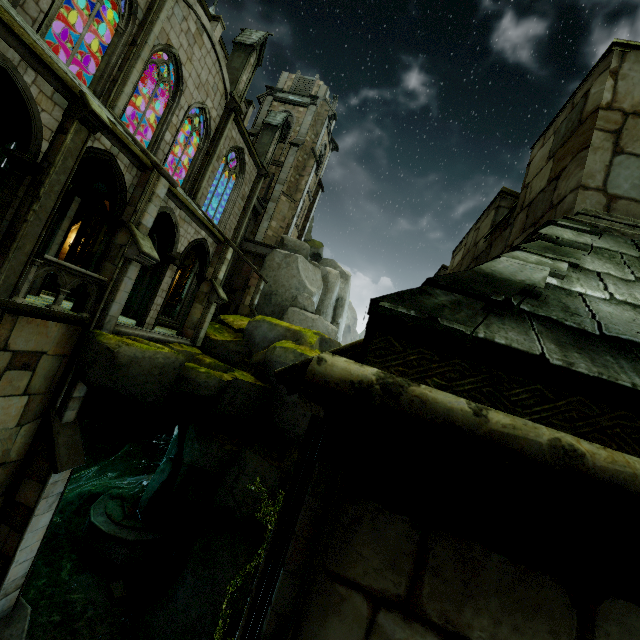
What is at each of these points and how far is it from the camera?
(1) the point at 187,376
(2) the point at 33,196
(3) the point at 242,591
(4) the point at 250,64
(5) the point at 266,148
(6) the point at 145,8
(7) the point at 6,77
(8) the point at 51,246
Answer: (1) rock, 12.2 meters
(2) stone column, 7.6 meters
(3) rock, 10.8 meters
(4) merlon, 18.8 meters
(5) merlon, 24.0 meters
(6) building, 12.0 meters
(7) archway, 6.8 meters
(8) building, 10.9 meters

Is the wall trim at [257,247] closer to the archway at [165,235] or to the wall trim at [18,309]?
the archway at [165,235]

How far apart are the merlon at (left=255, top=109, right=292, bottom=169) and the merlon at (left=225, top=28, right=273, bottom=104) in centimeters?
463cm

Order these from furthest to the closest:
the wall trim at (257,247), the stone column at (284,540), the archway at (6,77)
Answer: the wall trim at (257,247)
the archway at (6,77)
the stone column at (284,540)

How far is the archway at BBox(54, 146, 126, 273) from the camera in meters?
9.7

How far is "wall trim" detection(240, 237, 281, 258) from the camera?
25.6m

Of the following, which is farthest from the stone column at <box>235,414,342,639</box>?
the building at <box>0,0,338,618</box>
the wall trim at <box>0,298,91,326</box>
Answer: the wall trim at <box>0,298,91,326</box>

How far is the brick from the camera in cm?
1257
